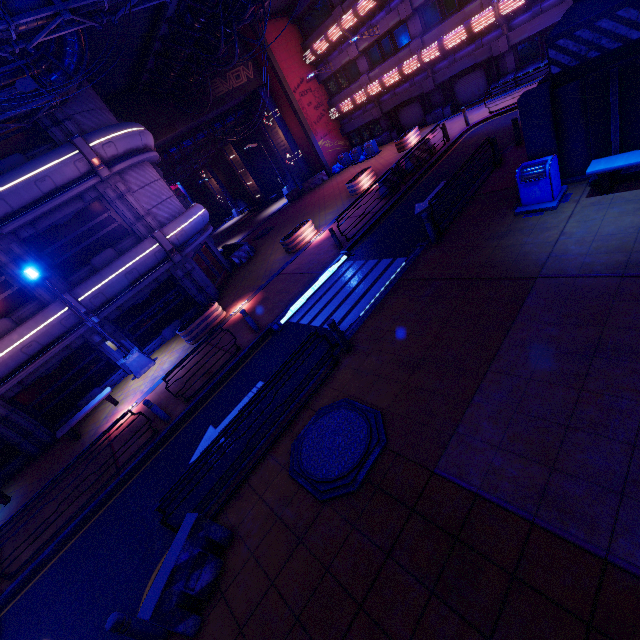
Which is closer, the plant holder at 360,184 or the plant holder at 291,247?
the plant holder at 291,247

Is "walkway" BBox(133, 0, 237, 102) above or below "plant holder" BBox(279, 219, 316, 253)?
above

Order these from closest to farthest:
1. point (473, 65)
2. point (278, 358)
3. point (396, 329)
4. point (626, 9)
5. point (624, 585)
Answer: point (624, 585) < point (626, 9) < point (396, 329) < point (278, 358) < point (473, 65)

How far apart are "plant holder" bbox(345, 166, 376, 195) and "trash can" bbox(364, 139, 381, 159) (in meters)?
6.94

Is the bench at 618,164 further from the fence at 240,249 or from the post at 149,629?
the fence at 240,249

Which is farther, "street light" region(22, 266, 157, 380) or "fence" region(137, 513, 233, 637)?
"street light" region(22, 266, 157, 380)

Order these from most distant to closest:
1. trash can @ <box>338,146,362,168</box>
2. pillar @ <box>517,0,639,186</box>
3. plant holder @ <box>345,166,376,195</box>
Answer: trash can @ <box>338,146,362,168</box>
plant holder @ <box>345,166,376,195</box>
pillar @ <box>517,0,639,186</box>

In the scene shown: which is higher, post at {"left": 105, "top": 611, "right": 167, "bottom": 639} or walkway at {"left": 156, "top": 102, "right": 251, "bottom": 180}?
walkway at {"left": 156, "top": 102, "right": 251, "bottom": 180}
